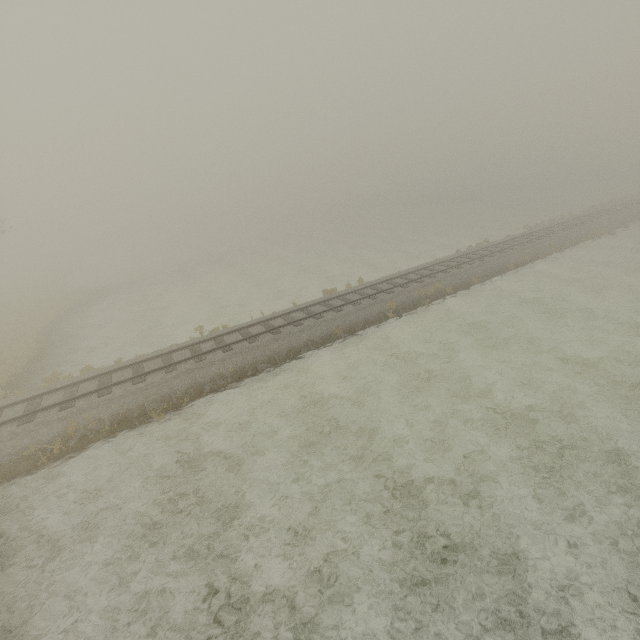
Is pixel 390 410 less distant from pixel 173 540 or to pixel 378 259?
pixel 173 540
